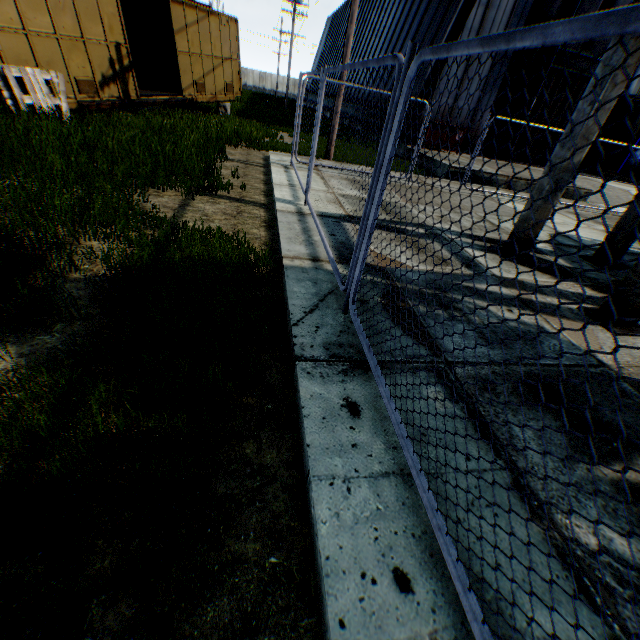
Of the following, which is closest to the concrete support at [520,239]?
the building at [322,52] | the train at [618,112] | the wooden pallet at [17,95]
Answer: the wooden pallet at [17,95]

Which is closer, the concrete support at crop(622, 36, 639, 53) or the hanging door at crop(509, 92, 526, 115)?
the concrete support at crop(622, 36, 639, 53)

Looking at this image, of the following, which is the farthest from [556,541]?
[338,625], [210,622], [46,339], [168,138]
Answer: [168,138]

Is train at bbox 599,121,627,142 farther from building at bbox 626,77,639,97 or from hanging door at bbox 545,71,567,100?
building at bbox 626,77,639,97

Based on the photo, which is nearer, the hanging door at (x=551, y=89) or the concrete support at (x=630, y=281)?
the concrete support at (x=630, y=281)

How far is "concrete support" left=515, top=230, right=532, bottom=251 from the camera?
5.7 meters

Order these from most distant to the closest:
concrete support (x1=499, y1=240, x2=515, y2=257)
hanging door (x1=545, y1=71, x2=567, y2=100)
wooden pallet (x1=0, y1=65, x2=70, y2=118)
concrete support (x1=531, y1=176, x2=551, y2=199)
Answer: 1. hanging door (x1=545, y1=71, x2=567, y2=100)
2. wooden pallet (x1=0, y1=65, x2=70, y2=118)
3. concrete support (x1=499, y1=240, x2=515, y2=257)
4. concrete support (x1=531, y1=176, x2=551, y2=199)

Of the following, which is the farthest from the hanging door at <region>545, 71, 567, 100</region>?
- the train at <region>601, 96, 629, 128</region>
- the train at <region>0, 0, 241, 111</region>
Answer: the train at <region>0, 0, 241, 111</region>
